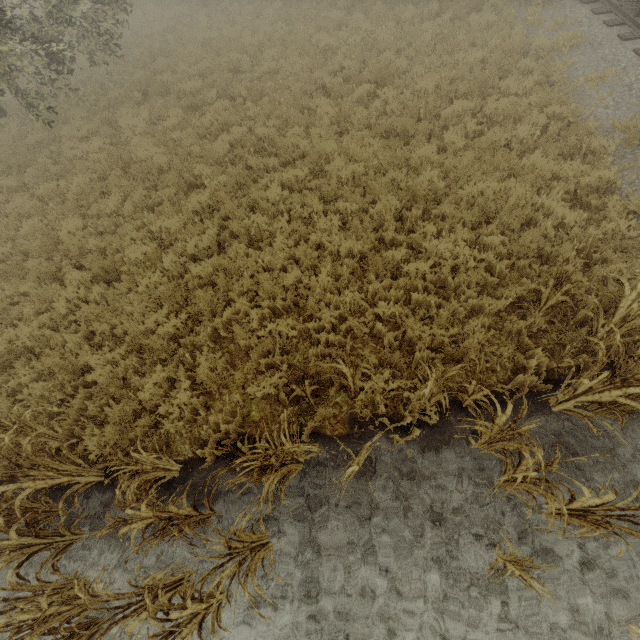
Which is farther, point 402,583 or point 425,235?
point 425,235

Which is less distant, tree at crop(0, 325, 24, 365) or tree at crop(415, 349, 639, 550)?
tree at crop(415, 349, 639, 550)

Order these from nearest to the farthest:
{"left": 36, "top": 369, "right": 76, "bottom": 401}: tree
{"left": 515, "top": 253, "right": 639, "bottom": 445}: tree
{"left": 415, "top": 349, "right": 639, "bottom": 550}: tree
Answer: {"left": 415, "top": 349, "right": 639, "bottom": 550}: tree → {"left": 515, "top": 253, "right": 639, "bottom": 445}: tree → {"left": 36, "top": 369, "right": 76, "bottom": 401}: tree

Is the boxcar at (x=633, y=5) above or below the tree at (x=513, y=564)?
above

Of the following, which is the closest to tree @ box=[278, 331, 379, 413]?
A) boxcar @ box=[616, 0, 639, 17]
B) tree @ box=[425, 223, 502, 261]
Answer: tree @ box=[425, 223, 502, 261]

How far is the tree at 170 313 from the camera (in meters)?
5.88
